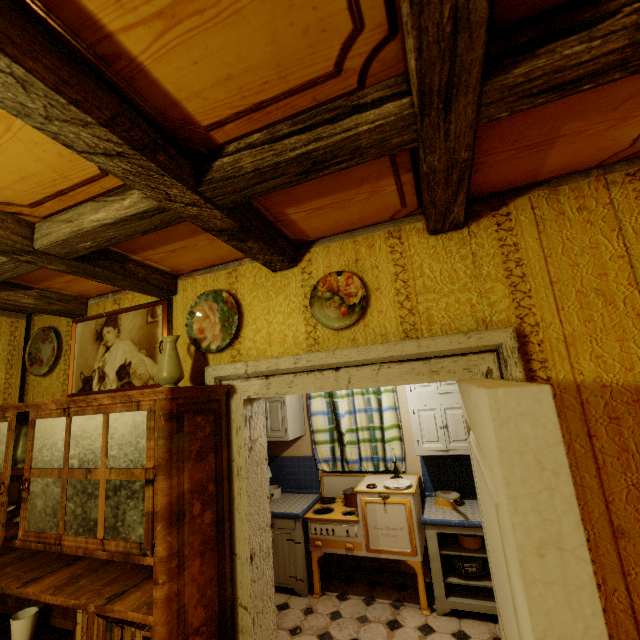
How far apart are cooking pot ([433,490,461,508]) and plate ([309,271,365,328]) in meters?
2.5 m

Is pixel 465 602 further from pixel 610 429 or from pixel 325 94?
pixel 325 94

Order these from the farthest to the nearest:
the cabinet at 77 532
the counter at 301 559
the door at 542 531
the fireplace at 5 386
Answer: the counter at 301 559, the fireplace at 5 386, the cabinet at 77 532, the door at 542 531

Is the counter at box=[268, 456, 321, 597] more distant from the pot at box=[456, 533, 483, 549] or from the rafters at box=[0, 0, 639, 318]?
the rafters at box=[0, 0, 639, 318]

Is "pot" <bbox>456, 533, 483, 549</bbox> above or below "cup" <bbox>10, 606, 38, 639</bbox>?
below

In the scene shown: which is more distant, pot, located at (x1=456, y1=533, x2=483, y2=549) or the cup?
pot, located at (x1=456, y1=533, x2=483, y2=549)

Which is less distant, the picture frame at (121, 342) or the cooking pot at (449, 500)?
the picture frame at (121, 342)

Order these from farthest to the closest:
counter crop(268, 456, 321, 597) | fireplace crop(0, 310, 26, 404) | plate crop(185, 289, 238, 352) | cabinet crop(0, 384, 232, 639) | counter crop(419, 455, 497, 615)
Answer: counter crop(268, 456, 321, 597)
counter crop(419, 455, 497, 615)
fireplace crop(0, 310, 26, 404)
plate crop(185, 289, 238, 352)
cabinet crop(0, 384, 232, 639)
